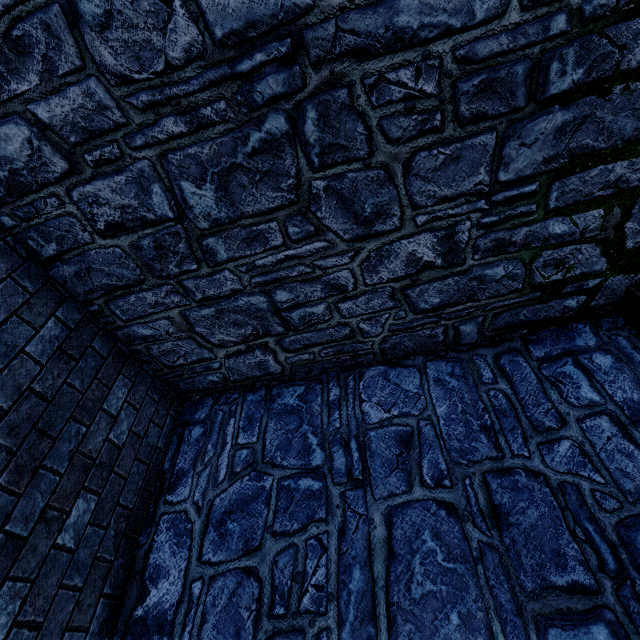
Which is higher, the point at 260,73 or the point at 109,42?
the point at 109,42

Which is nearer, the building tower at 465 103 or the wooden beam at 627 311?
the building tower at 465 103

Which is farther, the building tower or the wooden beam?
the wooden beam
